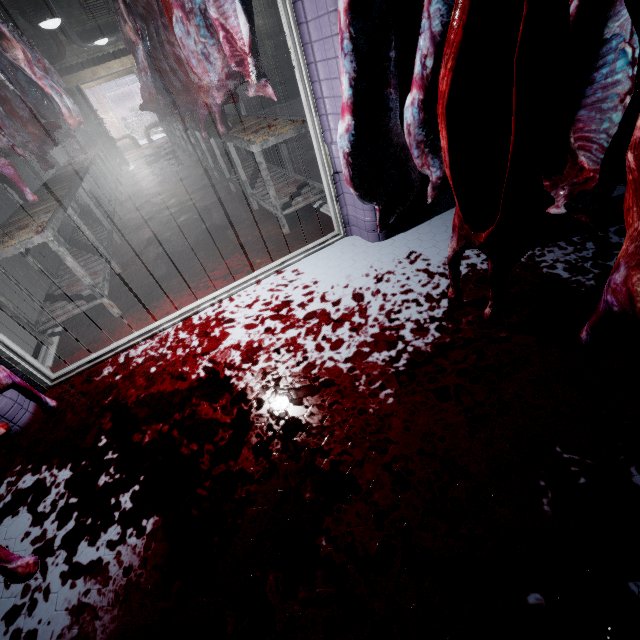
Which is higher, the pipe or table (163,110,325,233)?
the pipe

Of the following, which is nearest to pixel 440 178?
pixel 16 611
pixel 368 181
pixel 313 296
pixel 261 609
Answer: pixel 368 181

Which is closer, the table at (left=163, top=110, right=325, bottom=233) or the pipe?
the table at (left=163, top=110, right=325, bottom=233)

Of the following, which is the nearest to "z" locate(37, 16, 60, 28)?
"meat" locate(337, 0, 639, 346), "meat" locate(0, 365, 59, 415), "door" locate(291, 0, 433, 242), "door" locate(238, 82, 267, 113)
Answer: "door" locate(238, 82, 267, 113)

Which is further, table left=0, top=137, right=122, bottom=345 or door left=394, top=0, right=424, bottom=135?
table left=0, top=137, right=122, bottom=345

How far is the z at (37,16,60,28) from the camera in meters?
4.7

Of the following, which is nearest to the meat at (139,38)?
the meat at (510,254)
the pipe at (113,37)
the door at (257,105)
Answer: the pipe at (113,37)

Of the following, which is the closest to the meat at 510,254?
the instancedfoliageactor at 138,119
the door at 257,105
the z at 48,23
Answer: the z at 48,23
